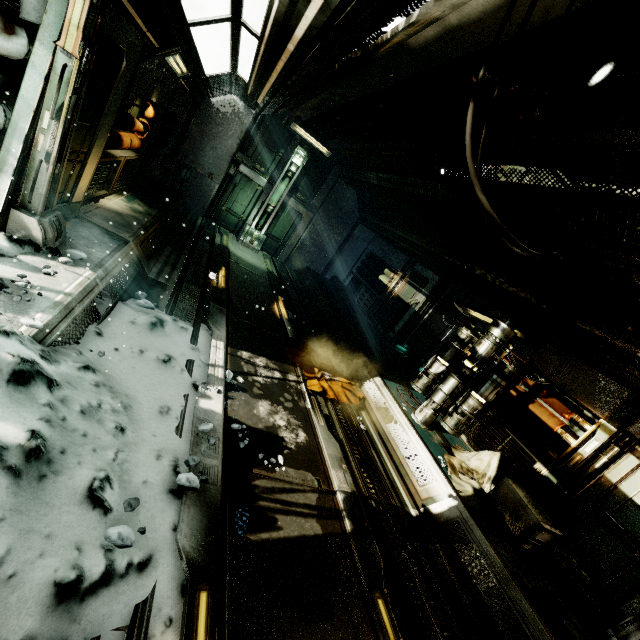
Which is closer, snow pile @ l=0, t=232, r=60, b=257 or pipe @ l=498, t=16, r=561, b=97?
pipe @ l=498, t=16, r=561, b=97

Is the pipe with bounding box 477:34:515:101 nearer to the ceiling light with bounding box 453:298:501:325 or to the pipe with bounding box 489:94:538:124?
the pipe with bounding box 489:94:538:124

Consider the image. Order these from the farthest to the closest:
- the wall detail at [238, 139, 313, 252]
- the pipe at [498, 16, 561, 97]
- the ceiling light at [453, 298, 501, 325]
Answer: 1. the wall detail at [238, 139, 313, 252]
2. the ceiling light at [453, 298, 501, 325]
3. the pipe at [498, 16, 561, 97]

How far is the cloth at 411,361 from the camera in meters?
9.4

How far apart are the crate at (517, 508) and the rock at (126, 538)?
4.83m

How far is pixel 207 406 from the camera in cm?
378

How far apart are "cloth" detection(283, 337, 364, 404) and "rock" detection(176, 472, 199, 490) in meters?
2.7 m

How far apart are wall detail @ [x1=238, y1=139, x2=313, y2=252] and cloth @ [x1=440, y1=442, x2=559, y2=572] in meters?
9.2
